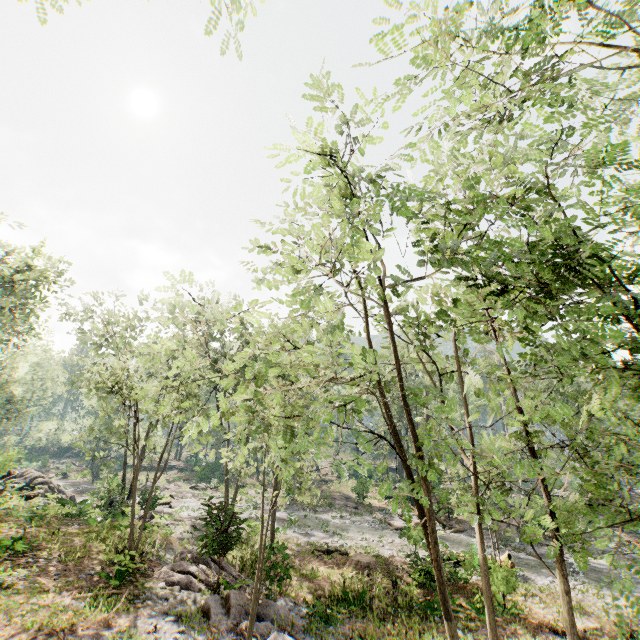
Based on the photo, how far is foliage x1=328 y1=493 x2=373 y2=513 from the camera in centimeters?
3388cm

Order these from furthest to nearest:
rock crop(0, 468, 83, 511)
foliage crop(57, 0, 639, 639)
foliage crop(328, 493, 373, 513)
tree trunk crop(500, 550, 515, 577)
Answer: foliage crop(328, 493, 373, 513) < rock crop(0, 468, 83, 511) < tree trunk crop(500, 550, 515, 577) < foliage crop(57, 0, 639, 639)

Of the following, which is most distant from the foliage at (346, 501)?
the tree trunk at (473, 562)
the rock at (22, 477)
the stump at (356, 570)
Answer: the stump at (356, 570)

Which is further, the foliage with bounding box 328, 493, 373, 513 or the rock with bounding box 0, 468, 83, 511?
the foliage with bounding box 328, 493, 373, 513

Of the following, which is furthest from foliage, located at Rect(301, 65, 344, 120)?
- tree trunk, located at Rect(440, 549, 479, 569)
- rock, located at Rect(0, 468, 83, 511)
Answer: tree trunk, located at Rect(440, 549, 479, 569)

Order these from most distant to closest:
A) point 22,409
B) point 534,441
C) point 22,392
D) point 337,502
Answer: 1. point 22,392
2. point 22,409
3. point 337,502
4. point 534,441

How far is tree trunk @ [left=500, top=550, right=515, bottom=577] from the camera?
14.4m

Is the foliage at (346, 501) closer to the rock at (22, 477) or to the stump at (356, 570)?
the rock at (22, 477)
